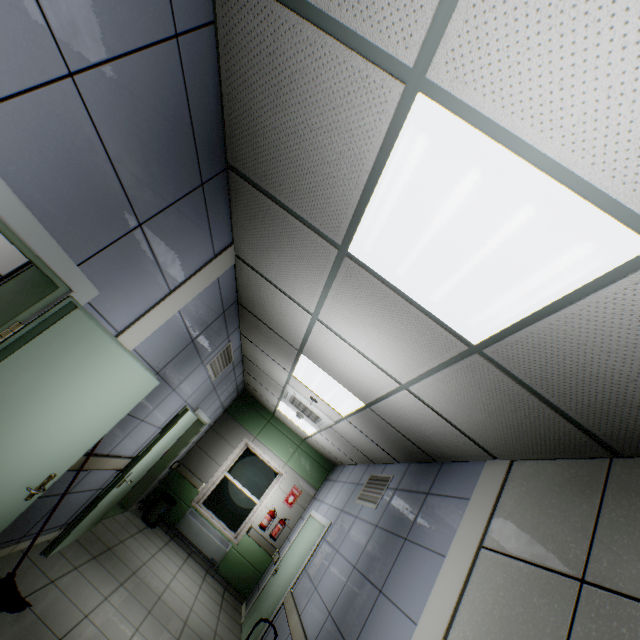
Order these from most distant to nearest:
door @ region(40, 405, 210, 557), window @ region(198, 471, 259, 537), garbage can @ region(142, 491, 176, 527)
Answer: window @ region(198, 471, 259, 537) < garbage can @ region(142, 491, 176, 527) < door @ region(40, 405, 210, 557)

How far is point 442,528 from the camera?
2.8m

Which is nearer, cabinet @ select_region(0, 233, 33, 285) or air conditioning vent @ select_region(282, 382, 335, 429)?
cabinet @ select_region(0, 233, 33, 285)

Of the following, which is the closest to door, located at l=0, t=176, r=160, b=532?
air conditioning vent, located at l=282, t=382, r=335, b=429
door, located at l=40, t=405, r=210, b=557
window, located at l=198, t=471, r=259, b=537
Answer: door, located at l=40, t=405, r=210, b=557

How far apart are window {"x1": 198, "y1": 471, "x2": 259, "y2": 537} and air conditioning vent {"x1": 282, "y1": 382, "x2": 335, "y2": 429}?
3.1 meters

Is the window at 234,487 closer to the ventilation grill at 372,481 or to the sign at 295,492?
the sign at 295,492

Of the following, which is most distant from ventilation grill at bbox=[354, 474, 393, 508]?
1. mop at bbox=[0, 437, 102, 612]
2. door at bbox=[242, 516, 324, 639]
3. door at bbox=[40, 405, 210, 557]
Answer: mop at bbox=[0, 437, 102, 612]

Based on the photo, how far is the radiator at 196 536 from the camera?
6.7m
